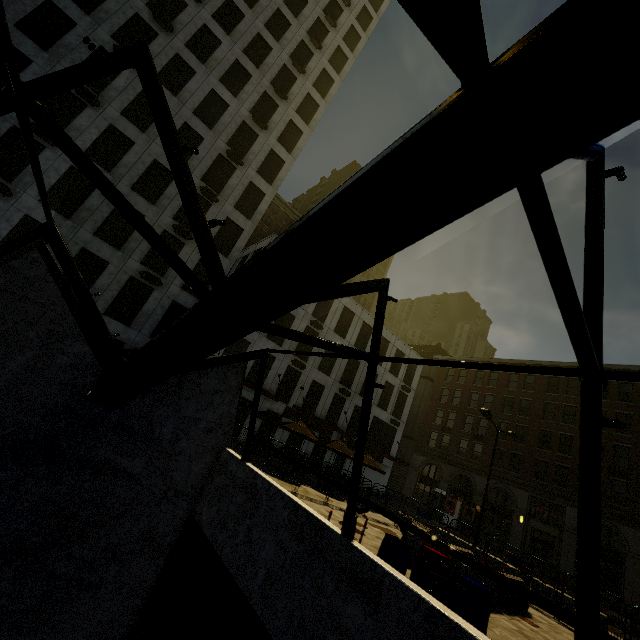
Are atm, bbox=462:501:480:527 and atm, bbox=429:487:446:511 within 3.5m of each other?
yes

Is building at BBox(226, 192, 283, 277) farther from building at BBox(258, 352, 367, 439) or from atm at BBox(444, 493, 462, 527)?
building at BBox(258, 352, 367, 439)

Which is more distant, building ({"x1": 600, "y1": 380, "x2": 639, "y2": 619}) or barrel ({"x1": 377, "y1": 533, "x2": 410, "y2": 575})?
building ({"x1": 600, "y1": 380, "x2": 639, "y2": 619})

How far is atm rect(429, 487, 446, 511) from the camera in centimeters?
3541cm

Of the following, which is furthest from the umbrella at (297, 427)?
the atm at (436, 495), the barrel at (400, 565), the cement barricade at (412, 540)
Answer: the atm at (436, 495)

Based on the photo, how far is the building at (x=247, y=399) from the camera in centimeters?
2509cm

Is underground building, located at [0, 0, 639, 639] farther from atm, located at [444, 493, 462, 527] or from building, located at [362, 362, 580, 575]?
building, located at [362, 362, 580, 575]

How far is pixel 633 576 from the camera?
24.09m
